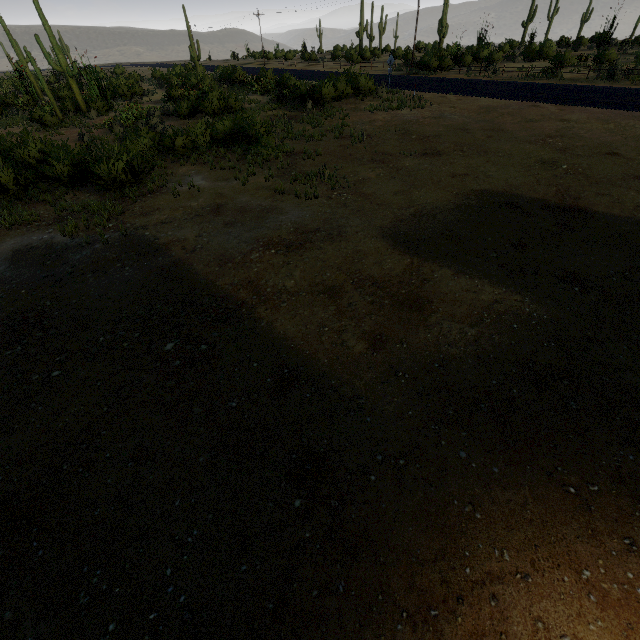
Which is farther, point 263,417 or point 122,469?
point 263,417
